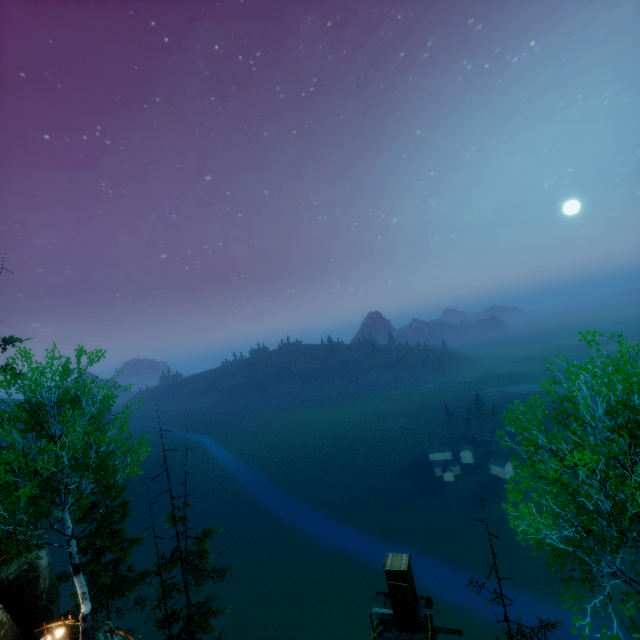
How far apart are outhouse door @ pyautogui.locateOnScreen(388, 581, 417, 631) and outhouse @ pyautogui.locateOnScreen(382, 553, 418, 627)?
0.0 meters

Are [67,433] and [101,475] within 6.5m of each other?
yes

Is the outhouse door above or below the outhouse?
below

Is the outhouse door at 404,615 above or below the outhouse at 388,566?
below

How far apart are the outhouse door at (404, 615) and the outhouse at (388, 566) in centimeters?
2cm

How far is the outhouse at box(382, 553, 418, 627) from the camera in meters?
15.1 m

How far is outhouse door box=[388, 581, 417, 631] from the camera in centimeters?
1484cm
